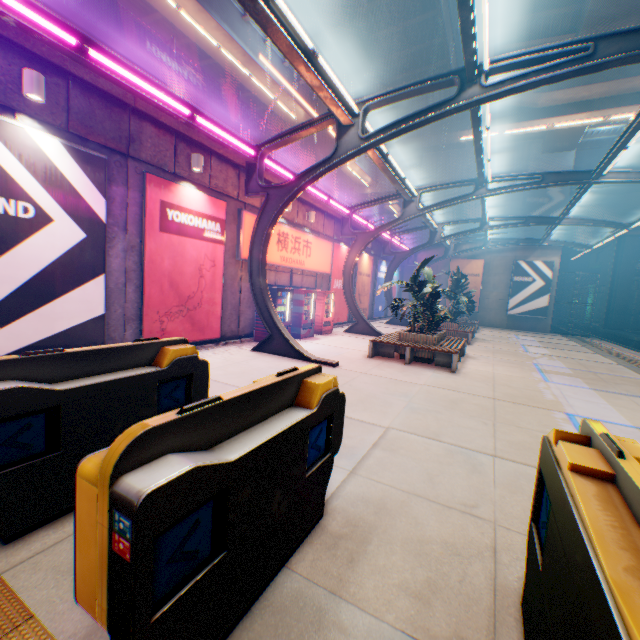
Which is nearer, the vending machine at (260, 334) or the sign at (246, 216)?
the sign at (246, 216)

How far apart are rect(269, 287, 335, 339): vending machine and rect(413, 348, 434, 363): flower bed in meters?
4.0

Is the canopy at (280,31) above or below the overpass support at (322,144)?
below

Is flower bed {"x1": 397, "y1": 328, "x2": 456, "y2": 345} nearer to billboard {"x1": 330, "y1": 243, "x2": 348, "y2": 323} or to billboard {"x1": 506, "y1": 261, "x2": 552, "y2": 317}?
billboard {"x1": 330, "y1": 243, "x2": 348, "y2": 323}

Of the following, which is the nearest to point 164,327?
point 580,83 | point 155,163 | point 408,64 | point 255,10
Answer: point 155,163

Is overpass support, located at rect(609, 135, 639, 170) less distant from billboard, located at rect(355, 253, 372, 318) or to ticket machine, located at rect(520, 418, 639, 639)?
billboard, located at rect(355, 253, 372, 318)

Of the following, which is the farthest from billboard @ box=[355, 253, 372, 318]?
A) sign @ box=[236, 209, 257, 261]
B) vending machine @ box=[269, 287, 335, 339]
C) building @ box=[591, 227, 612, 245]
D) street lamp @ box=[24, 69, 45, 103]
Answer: building @ box=[591, 227, 612, 245]

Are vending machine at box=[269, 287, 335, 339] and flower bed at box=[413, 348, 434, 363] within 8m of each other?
yes
